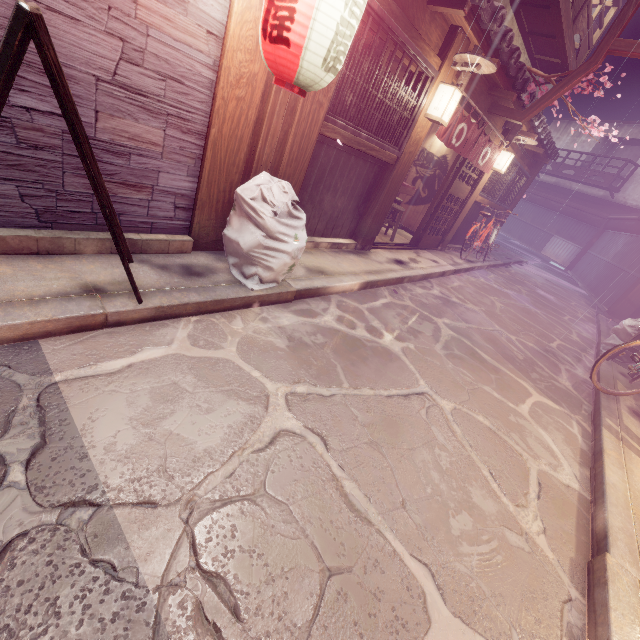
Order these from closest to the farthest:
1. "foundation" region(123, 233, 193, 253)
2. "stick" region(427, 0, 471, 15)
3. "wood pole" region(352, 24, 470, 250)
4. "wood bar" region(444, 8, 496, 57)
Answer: "foundation" region(123, 233, 193, 253), "stick" region(427, 0, 471, 15), "wood bar" region(444, 8, 496, 57), "wood pole" region(352, 24, 470, 250)

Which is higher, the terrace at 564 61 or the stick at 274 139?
the terrace at 564 61

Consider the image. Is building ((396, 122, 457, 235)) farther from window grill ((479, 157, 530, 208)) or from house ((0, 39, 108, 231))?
house ((0, 39, 108, 231))

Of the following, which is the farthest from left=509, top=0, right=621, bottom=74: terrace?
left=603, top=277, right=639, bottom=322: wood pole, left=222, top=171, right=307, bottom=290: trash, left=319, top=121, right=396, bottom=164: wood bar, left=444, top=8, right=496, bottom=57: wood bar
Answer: left=603, top=277, right=639, bottom=322: wood pole

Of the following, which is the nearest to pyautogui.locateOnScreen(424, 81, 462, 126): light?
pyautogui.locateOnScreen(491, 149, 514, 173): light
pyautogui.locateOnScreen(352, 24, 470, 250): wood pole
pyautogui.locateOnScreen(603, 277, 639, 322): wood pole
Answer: pyautogui.locateOnScreen(352, 24, 470, 250): wood pole

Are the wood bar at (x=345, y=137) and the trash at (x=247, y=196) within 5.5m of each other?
yes

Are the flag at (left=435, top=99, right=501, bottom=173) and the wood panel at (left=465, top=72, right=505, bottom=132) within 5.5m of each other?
yes

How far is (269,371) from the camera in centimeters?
464cm
